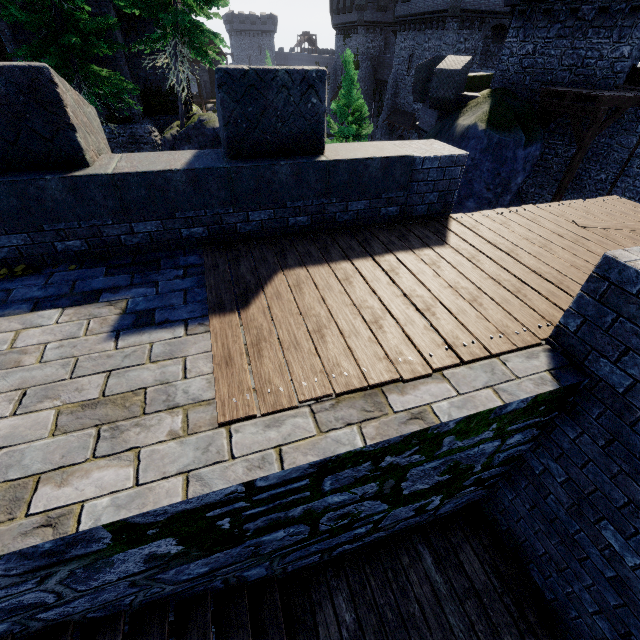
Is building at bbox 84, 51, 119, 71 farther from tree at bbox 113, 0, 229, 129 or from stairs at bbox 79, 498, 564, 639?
stairs at bbox 79, 498, 564, 639

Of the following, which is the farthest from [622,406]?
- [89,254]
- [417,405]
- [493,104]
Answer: [493,104]

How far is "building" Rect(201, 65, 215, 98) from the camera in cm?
5164

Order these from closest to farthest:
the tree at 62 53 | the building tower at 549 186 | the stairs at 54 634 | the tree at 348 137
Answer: the stairs at 54 634 < the tree at 62 53 < the building tower at 549 186 < the tree at 348 137

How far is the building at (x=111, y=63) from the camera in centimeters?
1786cm

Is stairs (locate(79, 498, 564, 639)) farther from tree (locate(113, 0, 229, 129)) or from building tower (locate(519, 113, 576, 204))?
tree (locate(113, 0, 229, 129))

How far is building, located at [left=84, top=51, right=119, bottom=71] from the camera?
17.86m

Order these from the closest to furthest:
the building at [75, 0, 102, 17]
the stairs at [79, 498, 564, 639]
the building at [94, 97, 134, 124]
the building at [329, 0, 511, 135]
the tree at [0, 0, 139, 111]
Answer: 1. the stairs at [79, 498, 564, 639]
2. the tree at [0, 0, 139, 111]
3. the building at [75, 0, 102, 17]
4. the building at [94, 97, 134, 124]
5. the building at [329, 0, 511, 135]
